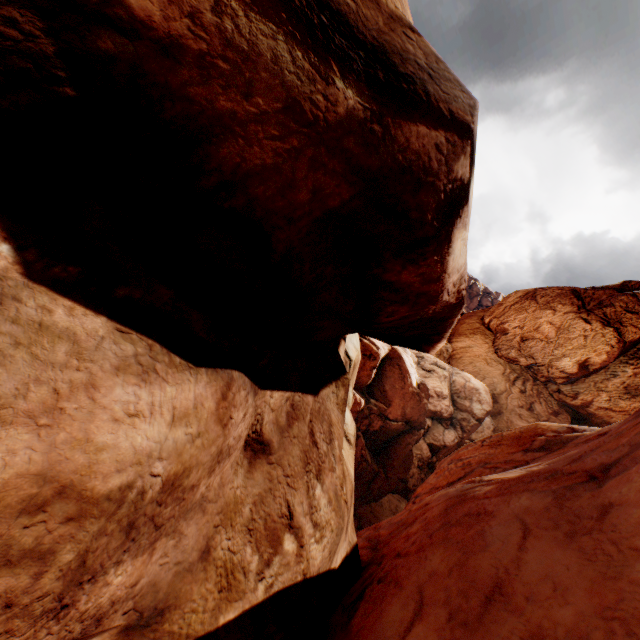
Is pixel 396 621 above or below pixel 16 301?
below
